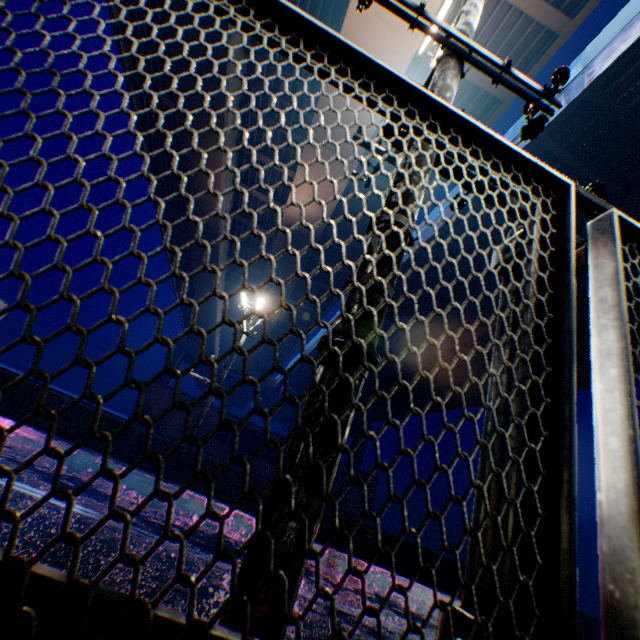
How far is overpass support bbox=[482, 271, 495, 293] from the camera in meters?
17.4 m

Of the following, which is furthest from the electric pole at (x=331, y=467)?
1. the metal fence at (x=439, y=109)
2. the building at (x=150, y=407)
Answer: the building at (x=150, y=407)

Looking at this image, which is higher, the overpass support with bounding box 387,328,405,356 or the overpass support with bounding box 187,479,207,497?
the overpass support with bounding box 387,328,405,356

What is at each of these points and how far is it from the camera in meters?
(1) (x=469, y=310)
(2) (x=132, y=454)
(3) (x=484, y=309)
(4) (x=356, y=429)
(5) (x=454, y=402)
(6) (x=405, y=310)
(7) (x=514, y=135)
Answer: (1) overpass support, 19.0 m
(2) overpass support, 12.4 m
(3) overpass support, 18.5 m
(4) overpass support, 51.4 m
(5) overpass support, 35.4 m
(6) overpass support, 24.2 m
(7) overpass support, 13.3 m

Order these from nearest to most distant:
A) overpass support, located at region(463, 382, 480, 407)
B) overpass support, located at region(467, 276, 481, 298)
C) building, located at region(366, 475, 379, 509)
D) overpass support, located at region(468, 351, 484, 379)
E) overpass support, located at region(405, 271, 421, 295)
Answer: overpass support, located at region(467, 276, 481, 298), overpass support, located at region(405, 271, 421, 295), building, located at region(366, 475, 379, 509), overpass support, located at region(468, 351, 484, 379), overpass support, located at region(463, 382, 480, 407)

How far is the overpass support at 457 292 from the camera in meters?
19.8

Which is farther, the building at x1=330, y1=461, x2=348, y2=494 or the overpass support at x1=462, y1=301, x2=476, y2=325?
the building at x1=330, y1=461, x2=348, y2=494
